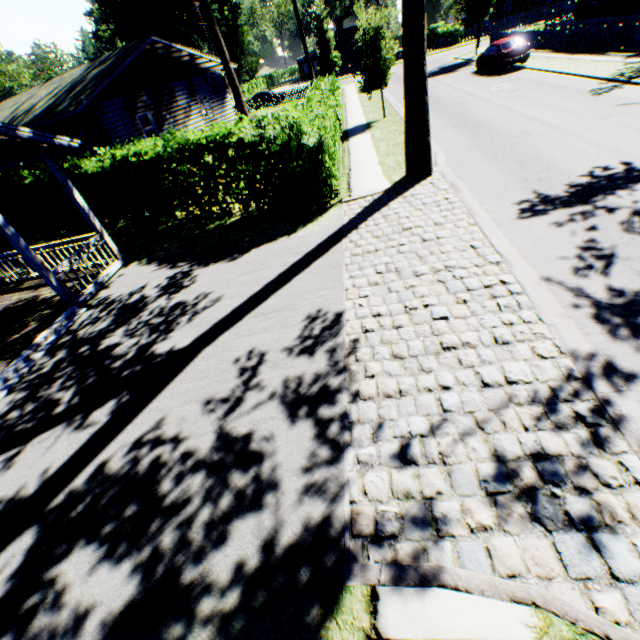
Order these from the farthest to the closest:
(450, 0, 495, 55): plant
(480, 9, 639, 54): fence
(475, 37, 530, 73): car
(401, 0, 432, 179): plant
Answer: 1. (450, 0, 495, 55): plant
2. (475, 37, 530, 73): car
3. (480, 9, 639, 54): fence
4. (401, 0, 432, 179): plant

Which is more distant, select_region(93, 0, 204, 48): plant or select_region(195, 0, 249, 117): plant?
select_region(93, 0, 204, 48): plant

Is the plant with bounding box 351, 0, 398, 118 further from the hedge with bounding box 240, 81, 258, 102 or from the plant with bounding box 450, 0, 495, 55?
the hedge with bounding box 240, 81, 258, 102

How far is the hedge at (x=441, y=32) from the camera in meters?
45.3

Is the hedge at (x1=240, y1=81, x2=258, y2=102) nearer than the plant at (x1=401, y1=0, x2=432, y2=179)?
No

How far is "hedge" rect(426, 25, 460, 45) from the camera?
45.28m

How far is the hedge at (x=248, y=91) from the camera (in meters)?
51.88

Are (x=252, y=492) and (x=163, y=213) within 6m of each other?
no
